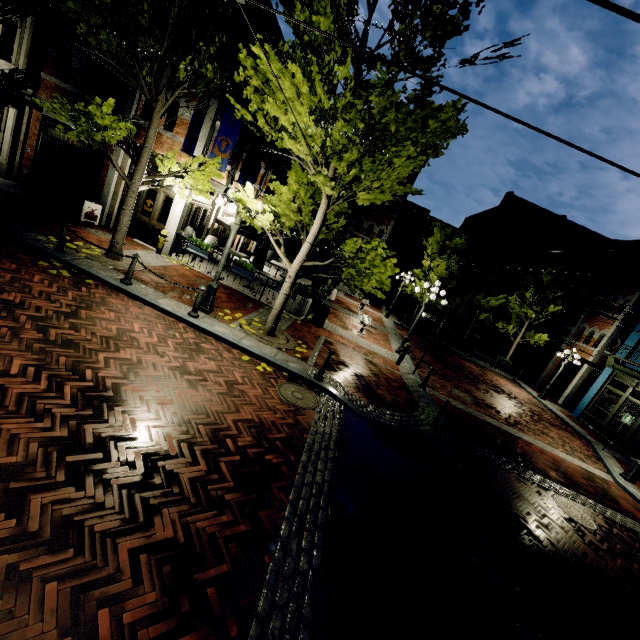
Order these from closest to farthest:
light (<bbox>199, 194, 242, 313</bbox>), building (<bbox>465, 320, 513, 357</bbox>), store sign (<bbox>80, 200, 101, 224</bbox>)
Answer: light (<bbox>199, 194, 242, 313</bbox>)
store sign (<bbox>80, 200, 101, 224</bbox>)
building (<bbox>465, 320, 513, 357</bbox>)

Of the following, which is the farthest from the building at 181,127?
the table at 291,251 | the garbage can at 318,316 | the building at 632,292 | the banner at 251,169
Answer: the building at 632,292

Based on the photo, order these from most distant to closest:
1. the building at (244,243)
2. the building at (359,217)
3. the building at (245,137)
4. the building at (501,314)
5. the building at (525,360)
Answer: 1. the building at (501,314)
2. the building at (359,217)
3. the building at (244,243)
4. the building at (525,360)
5. the building at (245,137)

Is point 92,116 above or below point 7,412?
above

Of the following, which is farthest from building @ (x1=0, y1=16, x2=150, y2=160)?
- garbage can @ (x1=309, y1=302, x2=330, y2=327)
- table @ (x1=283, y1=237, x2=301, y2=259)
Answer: garbage can @ (x1=309, y1=302, x2=330, y2=327)

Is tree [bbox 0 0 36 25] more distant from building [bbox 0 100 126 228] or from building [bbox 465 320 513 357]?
building [bbox 465 320 513 357]

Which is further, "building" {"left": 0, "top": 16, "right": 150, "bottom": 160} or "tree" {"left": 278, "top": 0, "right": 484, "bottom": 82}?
"building" {"left": 0, "top": 16, "right": 150, "bottom": 160}

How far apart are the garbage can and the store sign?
Answer: 9.1m
